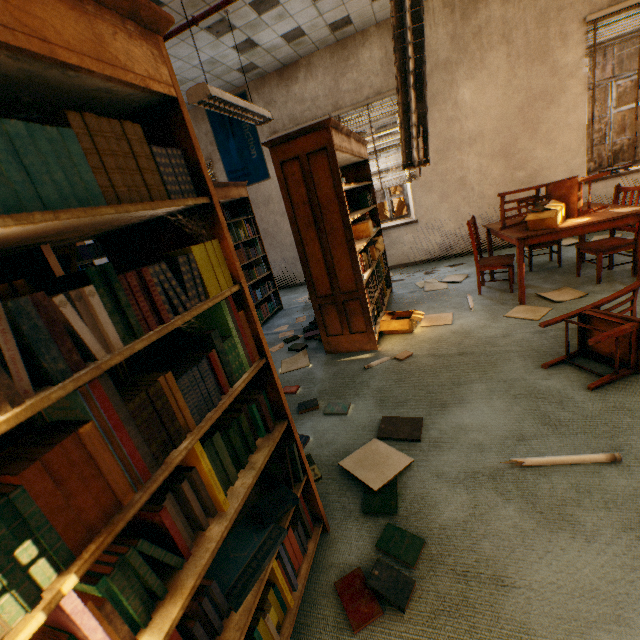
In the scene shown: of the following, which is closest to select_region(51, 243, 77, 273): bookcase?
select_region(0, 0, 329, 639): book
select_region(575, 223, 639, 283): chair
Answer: select_region(0, 0, 329, 639): book

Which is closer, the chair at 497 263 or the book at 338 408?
the book at 338 408

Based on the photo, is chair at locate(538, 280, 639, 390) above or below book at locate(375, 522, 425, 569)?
above

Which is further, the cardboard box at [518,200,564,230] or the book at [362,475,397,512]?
the cardboard box at [518,200,564,230]

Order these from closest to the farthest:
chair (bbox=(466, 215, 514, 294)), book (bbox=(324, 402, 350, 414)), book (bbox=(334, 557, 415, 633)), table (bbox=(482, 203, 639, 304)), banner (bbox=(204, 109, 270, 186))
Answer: book (bbox=(334, 557, 415, 633))
book (bbox=(324, 402, 350, 414))
table (bbox=(482, 203, 639, 304))
chair (bbox=(466, 215, 514, 294))
banner (bbox=(204, 109, 270, 186))

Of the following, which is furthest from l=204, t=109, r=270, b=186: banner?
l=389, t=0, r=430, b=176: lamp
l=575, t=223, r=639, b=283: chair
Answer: l=575, t=223, r=639, b=283: chair

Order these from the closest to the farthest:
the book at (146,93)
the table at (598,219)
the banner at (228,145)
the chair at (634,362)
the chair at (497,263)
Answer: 1. the book at (146,93)
2. the chair at (634,362)
3. the table at (598,219)
4. the chair at (497,263)
5. the banner at (228,145)

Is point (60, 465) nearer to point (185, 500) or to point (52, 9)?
point (185, 500)
